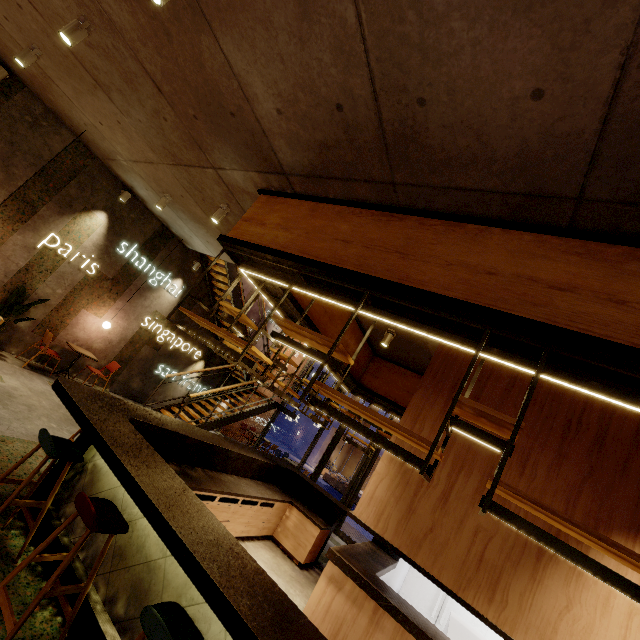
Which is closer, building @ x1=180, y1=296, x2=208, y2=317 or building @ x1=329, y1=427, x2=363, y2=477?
building @ x1=180, y1=296, x2=208, y2=317

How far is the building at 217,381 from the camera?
11.8 meters

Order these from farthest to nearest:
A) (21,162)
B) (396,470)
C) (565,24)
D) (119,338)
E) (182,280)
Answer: (182,280) → (119,338) → (21,162) → (396,470) → (565,24)

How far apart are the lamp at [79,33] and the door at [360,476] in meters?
10.8 m

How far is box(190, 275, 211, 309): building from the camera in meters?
10.4 m

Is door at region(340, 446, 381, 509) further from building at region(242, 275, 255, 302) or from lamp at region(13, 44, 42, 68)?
lamp at region(13, 44, 42, 68)

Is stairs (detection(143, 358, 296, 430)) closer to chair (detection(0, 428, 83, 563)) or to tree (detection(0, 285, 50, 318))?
tree (detection(0, 285, 50, 318))

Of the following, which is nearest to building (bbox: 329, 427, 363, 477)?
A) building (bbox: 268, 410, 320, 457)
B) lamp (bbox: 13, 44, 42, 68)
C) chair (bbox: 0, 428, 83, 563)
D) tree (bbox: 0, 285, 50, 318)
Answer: building (bbox: 268, 410, 320, 457)
